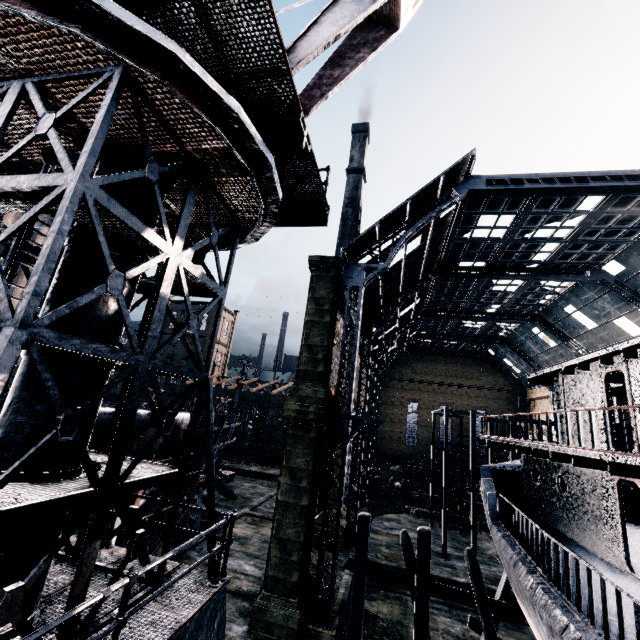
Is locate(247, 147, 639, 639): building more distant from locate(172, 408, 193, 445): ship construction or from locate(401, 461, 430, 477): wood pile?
locate(172, 408, 193, 445): ship construction

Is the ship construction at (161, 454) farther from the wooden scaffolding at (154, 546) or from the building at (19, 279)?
the building at (19, 279)

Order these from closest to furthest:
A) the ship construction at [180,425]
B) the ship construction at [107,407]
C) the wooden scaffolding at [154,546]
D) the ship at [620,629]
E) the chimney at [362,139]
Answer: the ship at [620,629]
the ship construction at [107,407]
the wooden scaffolding at [154,546]
the ship construction at [180,425]
the chimney at [362,139]

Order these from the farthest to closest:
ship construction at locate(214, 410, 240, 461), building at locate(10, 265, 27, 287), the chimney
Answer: the chimney → building at locate(10, 265, 27, 287) → ship construction at locate(214, 410, 240, 461)

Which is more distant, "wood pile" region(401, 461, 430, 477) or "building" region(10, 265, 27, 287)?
"building" region(10, 265, 27, 287)

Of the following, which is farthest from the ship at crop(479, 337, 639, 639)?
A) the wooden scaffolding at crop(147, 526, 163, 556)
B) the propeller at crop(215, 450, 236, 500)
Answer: the propeller at crop(215, 450, 236, 500)

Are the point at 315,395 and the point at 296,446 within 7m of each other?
yes

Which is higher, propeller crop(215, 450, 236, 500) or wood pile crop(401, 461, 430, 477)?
wood pile crop(401, 461, 430, 477)
